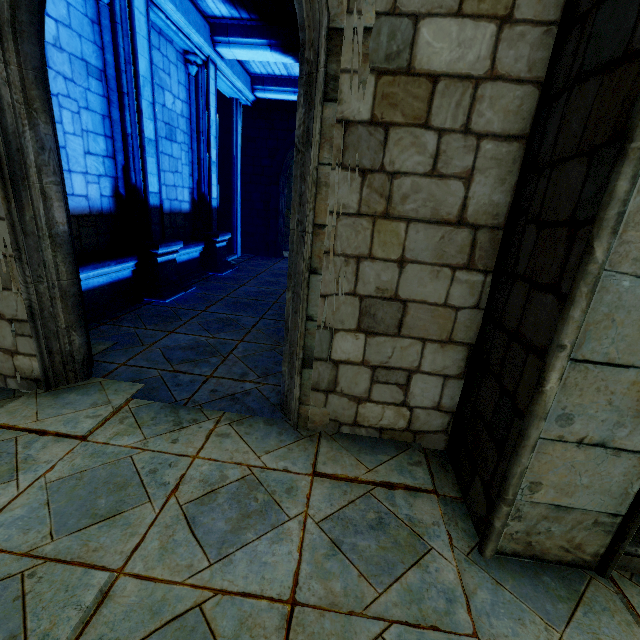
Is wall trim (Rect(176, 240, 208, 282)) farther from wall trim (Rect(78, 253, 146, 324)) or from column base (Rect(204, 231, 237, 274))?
wall trim (Rect(78, 253, 146, 324))

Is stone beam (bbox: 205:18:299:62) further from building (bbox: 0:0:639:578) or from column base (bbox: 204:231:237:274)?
column base (bbox: 204:231:237:274)

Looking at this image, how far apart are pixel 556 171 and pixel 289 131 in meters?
12.5 m

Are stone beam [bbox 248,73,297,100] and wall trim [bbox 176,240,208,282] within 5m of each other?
no

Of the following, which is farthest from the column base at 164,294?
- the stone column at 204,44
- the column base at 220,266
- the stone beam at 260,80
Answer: the stone beam at 260,80

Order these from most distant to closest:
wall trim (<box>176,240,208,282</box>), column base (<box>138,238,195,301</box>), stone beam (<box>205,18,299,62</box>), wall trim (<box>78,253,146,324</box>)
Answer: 1. wall trim (<box>176,240,208,282</box>)
2. stone beam (<box>205,18,299,62</box>)
3. column base (<box>138,238,195,301</box>)
4. wall trim (<box>78,253,146,324</box>)

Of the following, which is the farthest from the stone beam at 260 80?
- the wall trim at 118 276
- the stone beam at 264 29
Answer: the wall trim at 118 276

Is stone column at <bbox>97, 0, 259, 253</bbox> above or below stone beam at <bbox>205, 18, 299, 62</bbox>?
below
